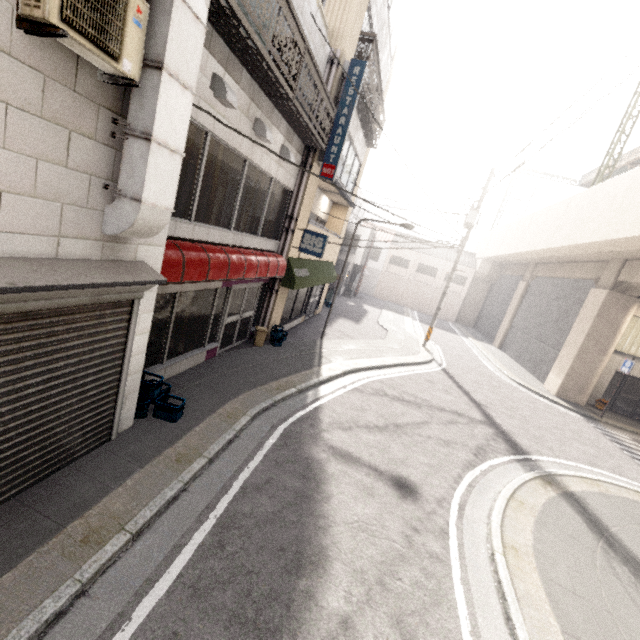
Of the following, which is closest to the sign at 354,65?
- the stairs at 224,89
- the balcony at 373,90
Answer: the balcony at 373,90

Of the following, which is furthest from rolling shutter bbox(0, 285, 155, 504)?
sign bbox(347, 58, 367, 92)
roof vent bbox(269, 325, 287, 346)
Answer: sign bbox(347, 58, 367, 92)

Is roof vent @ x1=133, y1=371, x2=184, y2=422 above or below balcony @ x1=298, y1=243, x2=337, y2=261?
below

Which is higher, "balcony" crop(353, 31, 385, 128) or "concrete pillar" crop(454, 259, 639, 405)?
"balcony" crop(353, 31, 385, 128)

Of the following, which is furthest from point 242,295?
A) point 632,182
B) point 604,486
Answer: point 632,182

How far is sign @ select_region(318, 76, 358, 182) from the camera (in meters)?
9.25

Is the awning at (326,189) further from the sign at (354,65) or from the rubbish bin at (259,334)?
the rubbish bin at (259,334)

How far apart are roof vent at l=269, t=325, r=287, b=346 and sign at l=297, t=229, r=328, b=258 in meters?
2.6 m
